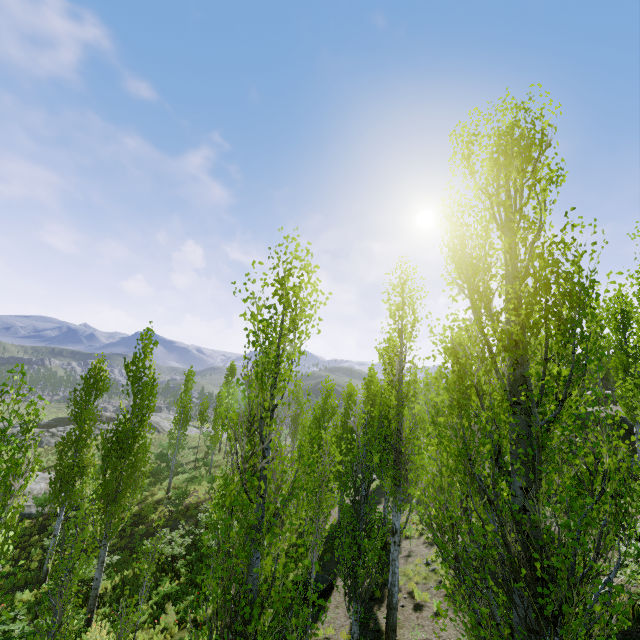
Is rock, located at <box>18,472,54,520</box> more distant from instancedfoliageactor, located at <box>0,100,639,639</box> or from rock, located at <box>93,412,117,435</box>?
rock, located at <box>93,412,117,435</box>

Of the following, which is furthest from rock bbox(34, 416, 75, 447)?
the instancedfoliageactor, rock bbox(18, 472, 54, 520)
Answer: rock bbox(18, 472, 54, 520)

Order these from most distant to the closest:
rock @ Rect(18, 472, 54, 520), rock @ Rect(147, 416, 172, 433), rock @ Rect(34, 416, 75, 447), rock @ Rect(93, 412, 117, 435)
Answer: rock @ Rect(147, 416, 172, 433)
rock @ Rect(93, 412, 117, 435)
rock @ Rect(34, 416, 75, 447)
rock @ Rect(18, 472, 54, 520)

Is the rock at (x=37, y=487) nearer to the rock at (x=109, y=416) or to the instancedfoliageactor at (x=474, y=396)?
the instancedfoliageactor at (x=474, y=396)

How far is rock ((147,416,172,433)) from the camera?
46.0 meters

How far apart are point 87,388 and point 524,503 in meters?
20.8 m

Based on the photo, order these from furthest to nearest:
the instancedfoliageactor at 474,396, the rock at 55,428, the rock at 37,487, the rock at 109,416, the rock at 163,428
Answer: the rock at 163,428, the rock at 109,416, the rock at 55,428, the rock at 37,487, the instancedfoliageactor at 474,396
